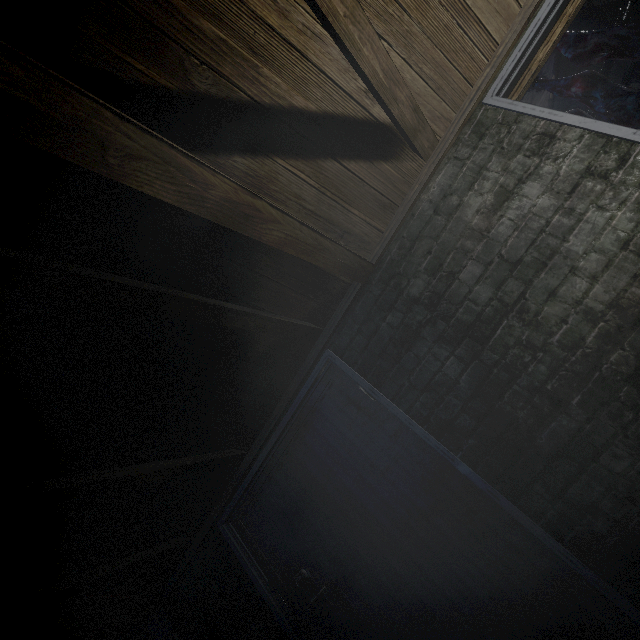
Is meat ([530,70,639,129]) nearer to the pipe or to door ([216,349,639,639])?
the pipe

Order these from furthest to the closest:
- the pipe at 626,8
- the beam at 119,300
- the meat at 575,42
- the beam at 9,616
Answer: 1. the pipe at 626,8
2. the meat at 575,42
3. the beam at 9,616
4. the beam at 119,300

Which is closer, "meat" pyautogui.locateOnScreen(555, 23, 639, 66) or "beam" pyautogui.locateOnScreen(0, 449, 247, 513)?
"beam" pyautogui.locateOnScreen(0, 449, 247, 513)

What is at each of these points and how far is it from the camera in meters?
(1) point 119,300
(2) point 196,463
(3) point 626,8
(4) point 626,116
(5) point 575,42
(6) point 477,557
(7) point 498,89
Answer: (1) beam, 1.2
(2) beam, 2.0
(3) pipe, 5.8
(4) meat, 3.4
(5) meat, 3.1
(6) door, 1.6
(7) door, 1.6

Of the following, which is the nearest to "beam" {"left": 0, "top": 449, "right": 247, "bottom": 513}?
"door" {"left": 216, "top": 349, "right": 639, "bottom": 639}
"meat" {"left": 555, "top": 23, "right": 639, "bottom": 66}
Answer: "door" {"left": 216, "top": 349, "right": 639, "bottom": 639}

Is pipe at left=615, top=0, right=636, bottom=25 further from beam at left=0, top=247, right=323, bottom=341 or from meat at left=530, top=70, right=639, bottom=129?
meat at left=530, top=70, right=639, bottom=129

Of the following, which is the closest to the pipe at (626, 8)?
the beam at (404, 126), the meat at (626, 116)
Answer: the beam at (404, 126)

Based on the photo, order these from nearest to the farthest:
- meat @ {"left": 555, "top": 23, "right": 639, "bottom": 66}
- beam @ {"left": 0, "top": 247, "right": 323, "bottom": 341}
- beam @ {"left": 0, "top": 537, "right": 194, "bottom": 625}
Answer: beam @ {"left": 0, "top": 247, "right": 323, "bottom": 341} < beam @ {"left": 0, "top": 537, "right": 194, "bottom": 625} < meat @ {"left": 555, "top": 23, "right": 639, "bottom": 66}
